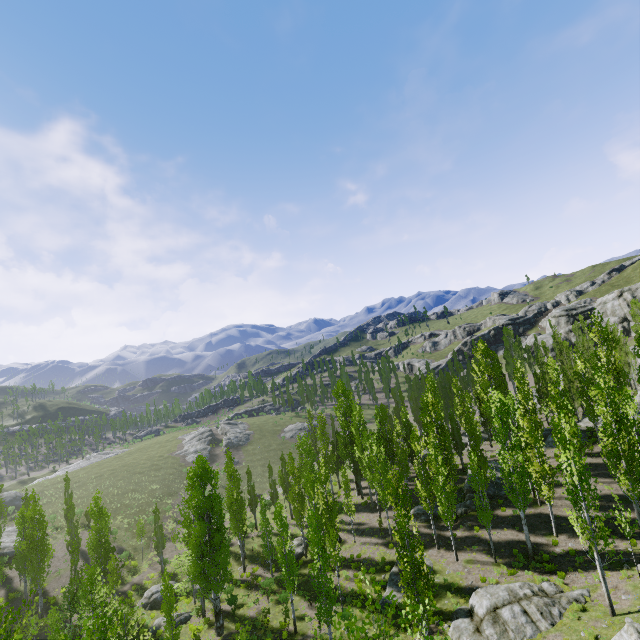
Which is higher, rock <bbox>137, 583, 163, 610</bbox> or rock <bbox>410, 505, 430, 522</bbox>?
rock <bbox>410, 505, 430, 522</bbox>

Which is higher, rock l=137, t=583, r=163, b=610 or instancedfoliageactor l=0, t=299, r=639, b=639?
instancedfoliageactor l=0, t=299, r=639, b=639

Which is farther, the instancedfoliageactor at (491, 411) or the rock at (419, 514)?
the rock at (419, 514)

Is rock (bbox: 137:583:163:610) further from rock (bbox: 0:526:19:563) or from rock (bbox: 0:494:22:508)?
rock (bbox: 0:494:22:508)

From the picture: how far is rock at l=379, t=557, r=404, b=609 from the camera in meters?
24.4 m

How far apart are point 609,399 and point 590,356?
33.7 meters

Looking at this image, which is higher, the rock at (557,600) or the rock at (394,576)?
the rock at (557,600)

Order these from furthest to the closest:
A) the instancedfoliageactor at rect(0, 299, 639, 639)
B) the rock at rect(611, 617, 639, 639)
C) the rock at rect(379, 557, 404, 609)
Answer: the rock at rect(379, 557, 404, 609)
the instancedfoliageactor at rect(0, 299, 639, 639)
the rock at rect(611, 617, 639, 639)
